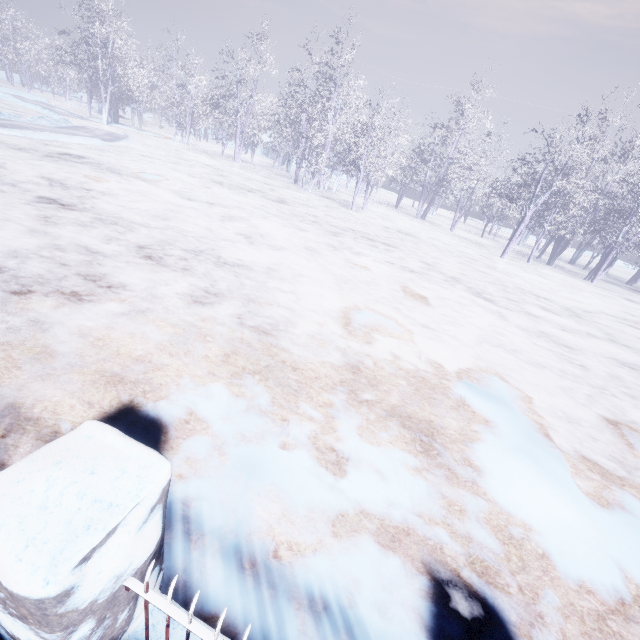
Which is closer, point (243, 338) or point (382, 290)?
point (243, 338)
